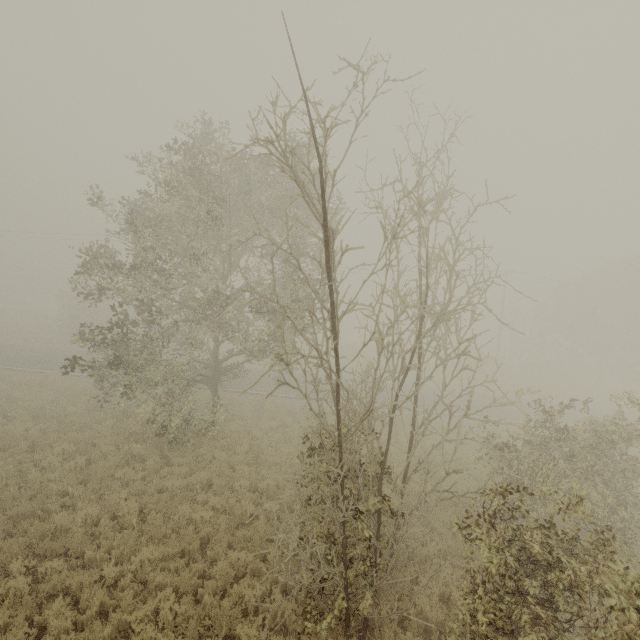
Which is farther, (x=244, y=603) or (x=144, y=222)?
(x=144, y=222)
